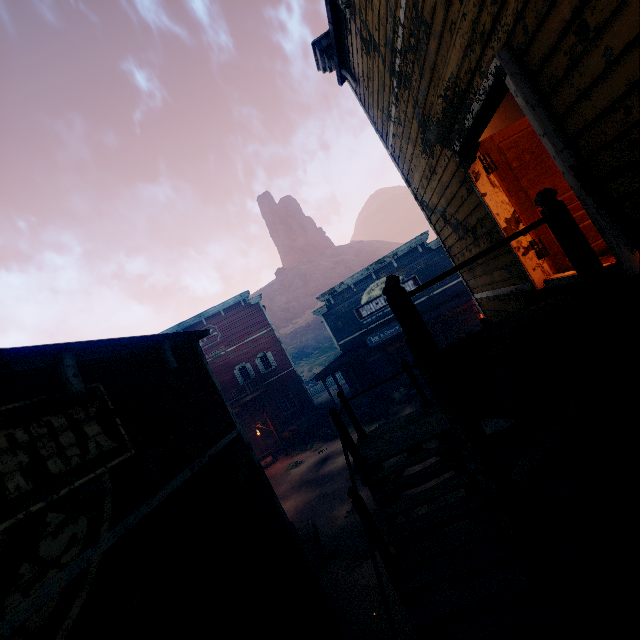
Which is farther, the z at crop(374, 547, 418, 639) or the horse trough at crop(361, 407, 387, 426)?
the horse trough at crop(361, 407, 387, 426)

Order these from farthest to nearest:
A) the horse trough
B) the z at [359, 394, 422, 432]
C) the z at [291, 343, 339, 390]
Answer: the z at [291, 343, 339, 390]
the horse trough
the z at [359, 394, 422, 432]

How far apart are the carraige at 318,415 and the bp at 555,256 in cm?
1949

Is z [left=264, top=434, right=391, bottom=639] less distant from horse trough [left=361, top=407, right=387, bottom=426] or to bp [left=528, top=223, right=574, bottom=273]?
horse trough [left=361, top=407, right=387, bottom=426]

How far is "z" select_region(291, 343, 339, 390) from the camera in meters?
47.8 m

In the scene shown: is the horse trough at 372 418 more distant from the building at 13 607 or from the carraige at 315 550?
the carraige at 315 550

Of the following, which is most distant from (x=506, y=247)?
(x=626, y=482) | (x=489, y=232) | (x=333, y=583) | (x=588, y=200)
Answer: (x=333, y=583)

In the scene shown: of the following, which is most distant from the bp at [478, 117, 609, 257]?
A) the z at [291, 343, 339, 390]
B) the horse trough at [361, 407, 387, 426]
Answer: the horse trough at [361, 407, 387, 426]
